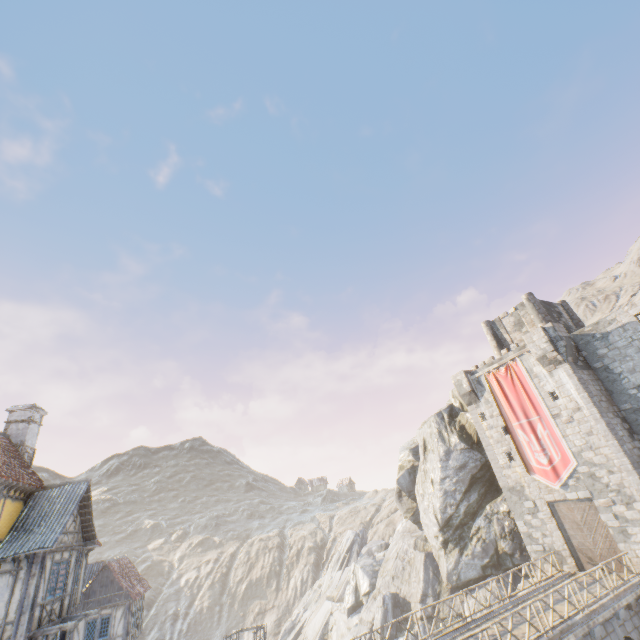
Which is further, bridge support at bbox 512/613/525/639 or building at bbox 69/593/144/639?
building at bbox 69/593/144/639

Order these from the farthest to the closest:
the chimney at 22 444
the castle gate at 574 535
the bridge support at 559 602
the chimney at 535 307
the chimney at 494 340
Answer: the chimney at 494 340 → the chimney at 535 307 → the castle gate at 574 535 → the chimney at 22 444 → the bridge support at 559 602

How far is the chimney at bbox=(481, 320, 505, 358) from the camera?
31.3m

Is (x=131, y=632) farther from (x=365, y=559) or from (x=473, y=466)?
(x=473, y=466)

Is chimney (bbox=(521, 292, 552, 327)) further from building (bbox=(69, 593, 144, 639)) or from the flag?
building (bbox=(69, 593, 144, 639))

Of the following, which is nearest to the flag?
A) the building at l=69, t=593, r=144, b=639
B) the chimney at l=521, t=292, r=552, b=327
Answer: the chimney at l=521, t=292, r=552, b=327

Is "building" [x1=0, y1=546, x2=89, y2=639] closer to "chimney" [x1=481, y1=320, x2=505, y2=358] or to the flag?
the flag

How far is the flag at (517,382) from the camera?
21.8m
